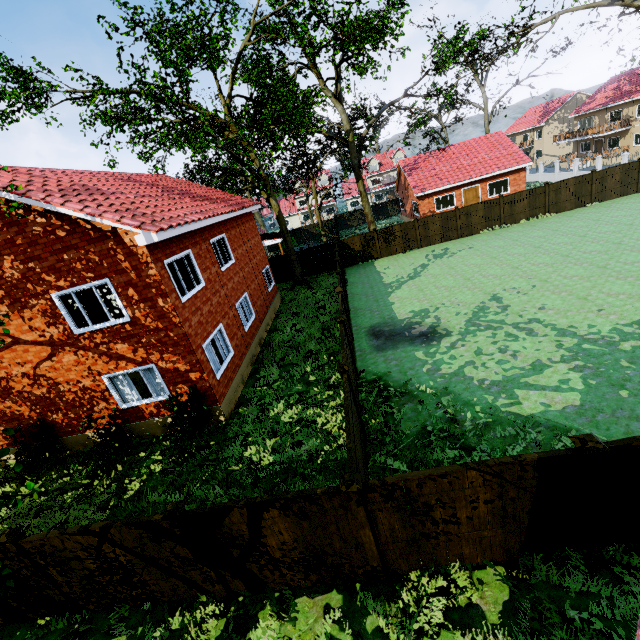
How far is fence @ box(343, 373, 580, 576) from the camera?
4.7 meters

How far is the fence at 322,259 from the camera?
26.7m

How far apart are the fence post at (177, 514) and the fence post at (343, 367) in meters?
4.1

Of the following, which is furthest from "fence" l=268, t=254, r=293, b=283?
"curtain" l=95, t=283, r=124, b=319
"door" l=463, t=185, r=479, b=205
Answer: "door" l=463, t=185, r=479, b=205

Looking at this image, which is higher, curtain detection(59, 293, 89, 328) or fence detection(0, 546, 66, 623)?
curtain detection(59, 293, 89, 328)

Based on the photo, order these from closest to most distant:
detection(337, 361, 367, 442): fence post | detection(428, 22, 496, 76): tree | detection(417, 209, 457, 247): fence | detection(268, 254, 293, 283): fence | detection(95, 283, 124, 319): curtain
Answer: detection(337, 361, 367, 442): fence post → detection(95, 283, 124, 319): curtain → detection(417, 209, 457, 247): fence → detection(268, 254, 293, 283): fence → detection(428, 22, 496, 76): tree

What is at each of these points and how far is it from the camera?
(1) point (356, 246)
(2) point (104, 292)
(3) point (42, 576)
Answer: (1) fence, 26.6m
(2) curtain, 9.8m
(3) fence post, 6.1m

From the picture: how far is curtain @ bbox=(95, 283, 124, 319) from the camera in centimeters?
978cm
